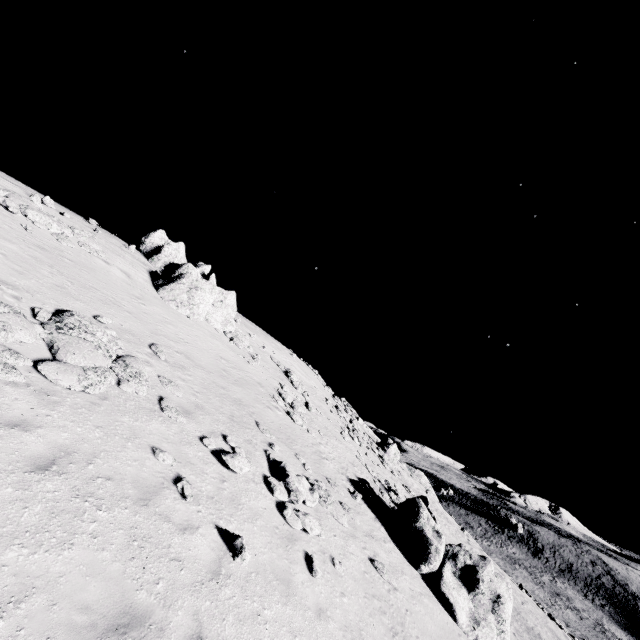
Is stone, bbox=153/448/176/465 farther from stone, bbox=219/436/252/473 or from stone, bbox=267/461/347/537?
stone, bbox=267/461/347/537

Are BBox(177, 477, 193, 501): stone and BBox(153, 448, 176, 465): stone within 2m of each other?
yes

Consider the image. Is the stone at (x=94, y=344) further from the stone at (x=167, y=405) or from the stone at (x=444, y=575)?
the stone at (x=444, y=575)

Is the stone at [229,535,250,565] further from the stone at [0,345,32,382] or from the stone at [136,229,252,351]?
the stone at [136,229,252,351]

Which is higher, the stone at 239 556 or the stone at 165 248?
the stone at 165 248

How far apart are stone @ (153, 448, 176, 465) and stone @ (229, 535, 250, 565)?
2.4m

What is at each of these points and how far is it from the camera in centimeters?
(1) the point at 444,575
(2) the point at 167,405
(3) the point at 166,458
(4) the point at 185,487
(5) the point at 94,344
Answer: (1) stone, 1462cm
(2) stone, 1075cm
(3) stone, 870cm
(4) stone, 827cm
(5) stone, 1024cm

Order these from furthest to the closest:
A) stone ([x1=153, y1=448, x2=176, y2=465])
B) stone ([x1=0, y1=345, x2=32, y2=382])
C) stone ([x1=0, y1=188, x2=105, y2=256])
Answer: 1. stone ([x1=0, y1=188, x2=105, y2=256])
2. stone ([x1=153, y1=448, x2=176, y2=465])
3. stone ([x1=0, y1=345, x2=32, y2=382])
